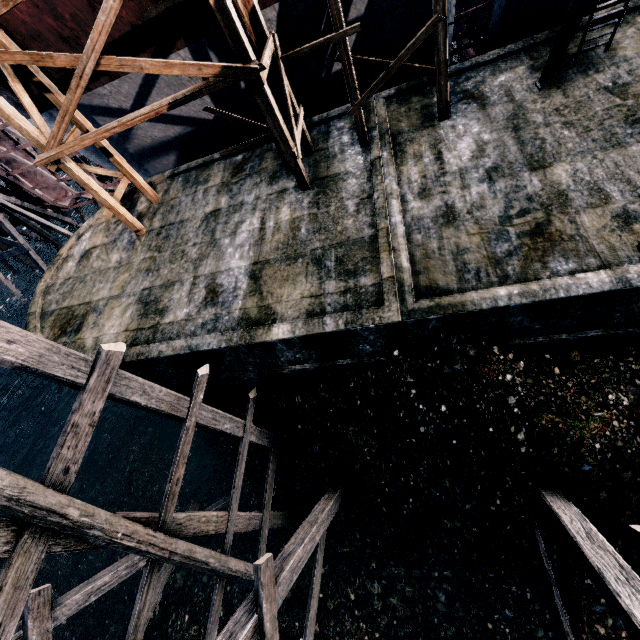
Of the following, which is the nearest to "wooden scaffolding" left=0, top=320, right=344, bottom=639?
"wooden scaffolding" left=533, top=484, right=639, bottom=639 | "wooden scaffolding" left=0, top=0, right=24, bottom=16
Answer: "wooden scaffolding" left=0, top=0, right=24, bottom=16

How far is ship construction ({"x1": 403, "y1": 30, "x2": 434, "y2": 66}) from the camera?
12.4 meters

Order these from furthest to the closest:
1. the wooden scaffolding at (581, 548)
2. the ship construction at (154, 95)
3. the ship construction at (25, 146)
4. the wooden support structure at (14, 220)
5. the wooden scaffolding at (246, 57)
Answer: the wooden support structure at (14, 220), the ship construction at (25, 146), the ship construction at (154, 95), the wooden scaffolding at (246, 57), the wooden scaffolding at (581, 548)

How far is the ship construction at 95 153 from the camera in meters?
17.4

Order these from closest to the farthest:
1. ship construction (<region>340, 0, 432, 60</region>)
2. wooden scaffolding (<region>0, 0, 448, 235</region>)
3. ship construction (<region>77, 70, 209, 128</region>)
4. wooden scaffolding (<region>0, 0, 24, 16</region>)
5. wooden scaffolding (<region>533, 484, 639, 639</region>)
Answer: wooden scaffolding (<region>533, 484, 639, 639</region>), wooden scaffolding (<region>0, 0, 24, 16</region>), wooden scaffolding (<region>0, 0, 448, 235</region>), ship construction (<region>340, 0, 432, 60</region>), ship construction (<region>77, 70, 209, 128</region>)

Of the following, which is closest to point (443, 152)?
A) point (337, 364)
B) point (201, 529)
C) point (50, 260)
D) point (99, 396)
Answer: point (337, 364)

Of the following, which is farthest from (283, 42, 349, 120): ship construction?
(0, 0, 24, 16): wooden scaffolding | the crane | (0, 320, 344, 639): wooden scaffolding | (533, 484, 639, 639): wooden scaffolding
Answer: (533, 484, 639, 639): wooden scaffolding
